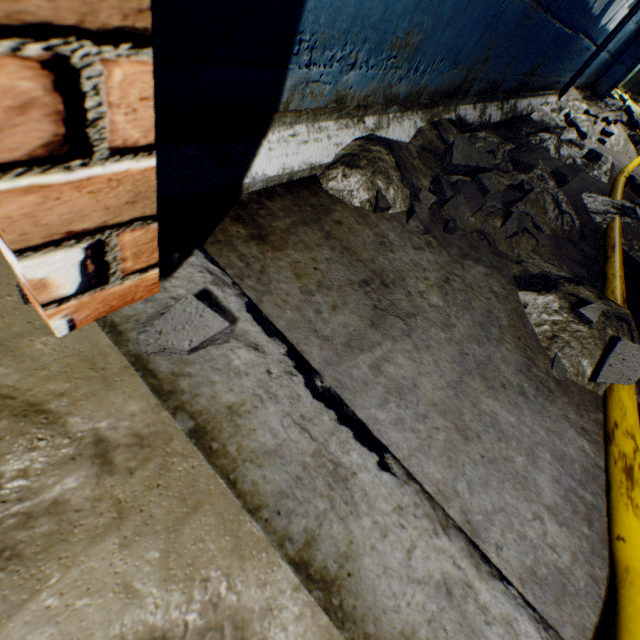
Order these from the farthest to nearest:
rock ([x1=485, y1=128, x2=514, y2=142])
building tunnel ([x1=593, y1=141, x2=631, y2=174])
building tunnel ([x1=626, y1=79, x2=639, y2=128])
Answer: building tunnel ([x1=626, y1=79, x2=639, y2=128])
building tunnel ([x1=593, y1=141, x2=631, y2=174])
rock ([x1=485, y1=128, x2=514, y2=142])

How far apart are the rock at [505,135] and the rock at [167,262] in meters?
2.6

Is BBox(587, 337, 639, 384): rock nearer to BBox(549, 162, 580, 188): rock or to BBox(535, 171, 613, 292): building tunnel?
BBox(535, 171, 613, 292): building tunnel

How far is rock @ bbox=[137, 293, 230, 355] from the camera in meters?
0.5 m

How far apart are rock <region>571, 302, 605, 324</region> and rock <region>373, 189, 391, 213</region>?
0.78m

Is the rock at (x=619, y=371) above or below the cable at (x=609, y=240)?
above

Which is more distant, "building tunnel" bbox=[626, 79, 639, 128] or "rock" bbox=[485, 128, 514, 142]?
"building tunnel" bbox=[626, 79, 639, 128]

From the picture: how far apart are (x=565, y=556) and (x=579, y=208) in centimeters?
224cm
